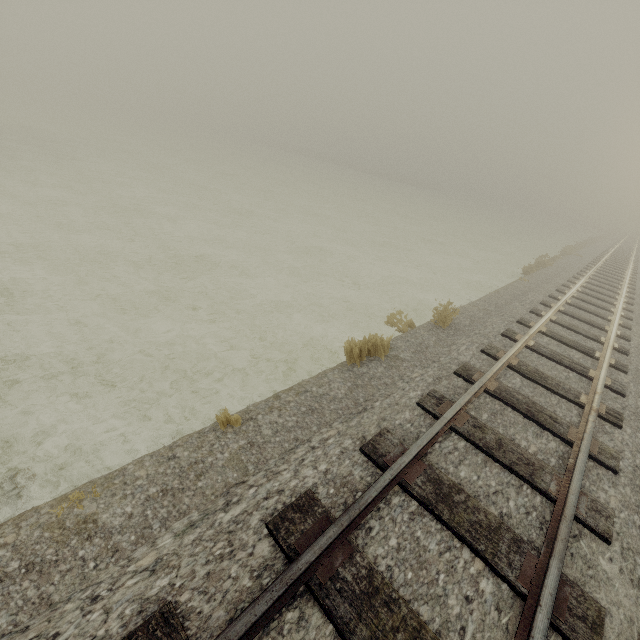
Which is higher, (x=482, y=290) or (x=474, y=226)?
(x=474, y=226)
